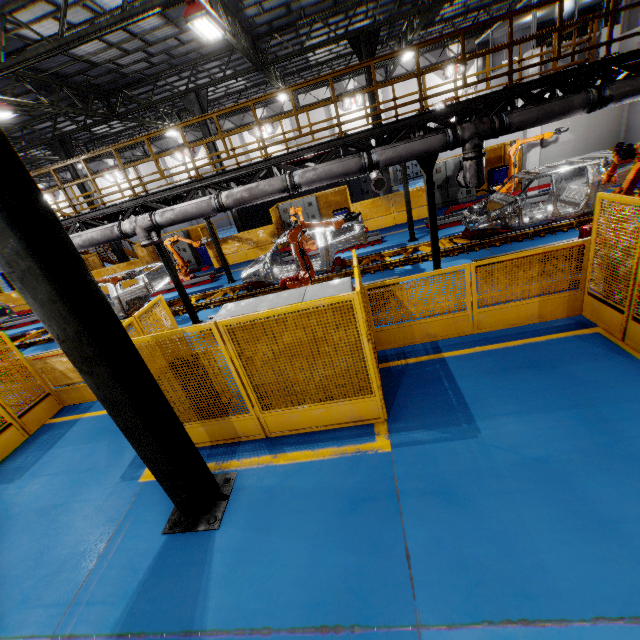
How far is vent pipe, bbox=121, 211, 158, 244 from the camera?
8.9m

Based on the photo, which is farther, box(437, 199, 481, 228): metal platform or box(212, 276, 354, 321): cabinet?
box(437, 199, 481, 228): metal platform

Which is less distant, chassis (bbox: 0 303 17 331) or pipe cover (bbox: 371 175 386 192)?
pipe cover (bbox: 371 175 386 192)

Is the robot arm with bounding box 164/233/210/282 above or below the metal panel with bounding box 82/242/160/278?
below

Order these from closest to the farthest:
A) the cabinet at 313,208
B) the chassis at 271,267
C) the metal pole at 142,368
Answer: the metal pole at 142,368 → the chassis at 271,267 → the cabinet at 313,208

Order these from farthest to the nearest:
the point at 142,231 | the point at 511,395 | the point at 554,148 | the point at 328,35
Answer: the point at 328,35, the point at 554,148, the point at 142,231, the point at 511,395

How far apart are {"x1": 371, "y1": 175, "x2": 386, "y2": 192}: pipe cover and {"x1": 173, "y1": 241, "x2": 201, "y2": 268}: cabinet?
11.7m

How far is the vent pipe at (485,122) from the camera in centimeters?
731cm
